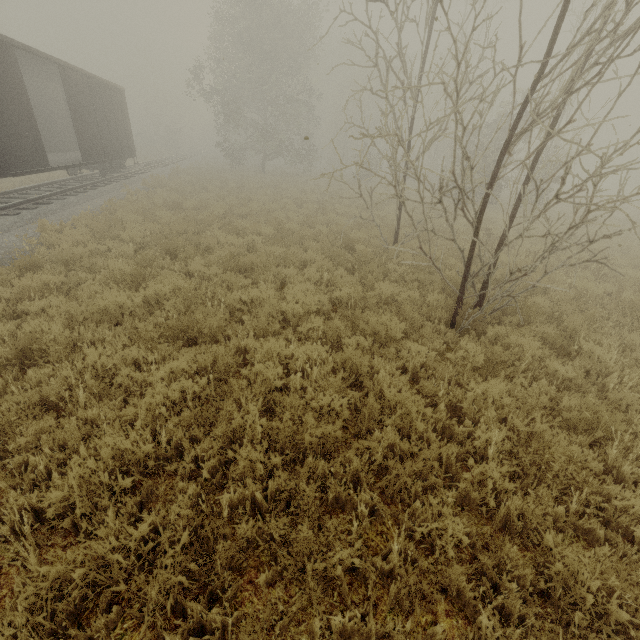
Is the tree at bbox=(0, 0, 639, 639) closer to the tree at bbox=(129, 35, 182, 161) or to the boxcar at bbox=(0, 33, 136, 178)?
the boxcar at bbox=(0, 33, 136, 178)

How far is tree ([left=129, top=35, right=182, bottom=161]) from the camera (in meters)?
42.72

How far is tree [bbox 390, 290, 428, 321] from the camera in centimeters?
609cm

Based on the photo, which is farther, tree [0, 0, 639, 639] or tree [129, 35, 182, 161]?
tree [129, 35, 182, 161]

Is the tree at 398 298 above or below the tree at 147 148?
below

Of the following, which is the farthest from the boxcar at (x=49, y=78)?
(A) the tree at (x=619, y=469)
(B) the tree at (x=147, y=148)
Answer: (B) the tree at (x=147, y=148)

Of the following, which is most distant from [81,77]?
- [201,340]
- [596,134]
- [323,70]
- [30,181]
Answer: [596,134]
